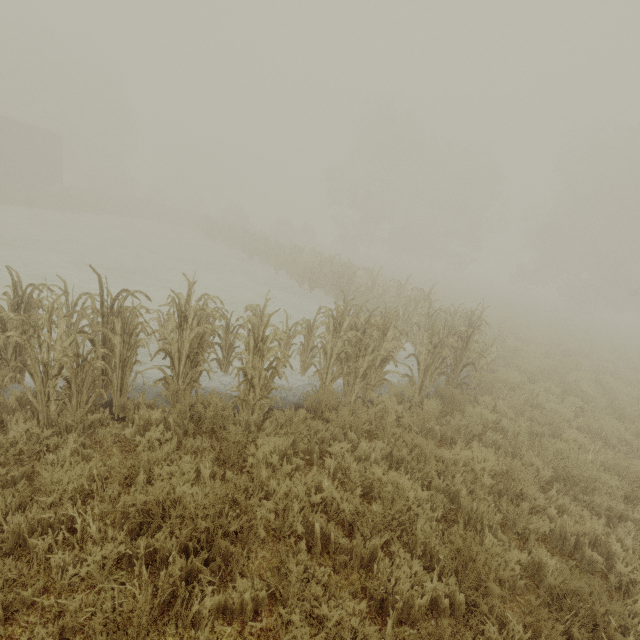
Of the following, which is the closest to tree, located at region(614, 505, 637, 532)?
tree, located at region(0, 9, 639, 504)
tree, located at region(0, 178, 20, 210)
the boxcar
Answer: tree, located at region(0, 9, 639, 504)

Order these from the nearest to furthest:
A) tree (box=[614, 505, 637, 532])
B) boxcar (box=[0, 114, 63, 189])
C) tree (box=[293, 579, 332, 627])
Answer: tree (box=[293, 579, 332, 627]) → tree (box=[614, 505, 637, 532]) → boxcar (box=[0, 114, 63, 189])

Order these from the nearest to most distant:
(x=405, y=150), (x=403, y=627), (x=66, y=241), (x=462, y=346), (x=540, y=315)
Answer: (x=403, y=627) < (x=462, y=346) < (x=66, y=241) < (x=540, y=315) < (x=405, y=150)

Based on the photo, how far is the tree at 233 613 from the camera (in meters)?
2.61

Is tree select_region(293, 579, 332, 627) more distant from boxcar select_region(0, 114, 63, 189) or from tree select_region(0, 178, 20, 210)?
boxcar select_region(0, 114, 63, 189)

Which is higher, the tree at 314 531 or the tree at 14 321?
the tree at 14 321

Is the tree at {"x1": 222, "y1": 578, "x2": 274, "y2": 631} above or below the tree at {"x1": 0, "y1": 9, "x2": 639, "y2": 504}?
below

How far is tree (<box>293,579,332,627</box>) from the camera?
2.5m
